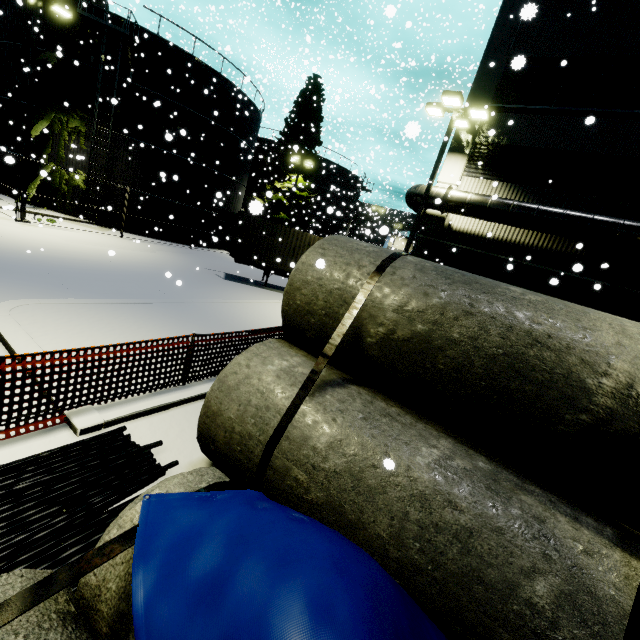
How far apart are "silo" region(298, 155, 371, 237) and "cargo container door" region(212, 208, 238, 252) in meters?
21.7

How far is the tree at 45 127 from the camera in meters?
18.9

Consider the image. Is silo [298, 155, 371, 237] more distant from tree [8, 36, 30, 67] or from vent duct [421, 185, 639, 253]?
vent duct [421, 185, 639, 253]

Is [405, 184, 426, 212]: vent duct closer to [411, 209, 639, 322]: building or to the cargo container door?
[411, 209, 639, 322]: building

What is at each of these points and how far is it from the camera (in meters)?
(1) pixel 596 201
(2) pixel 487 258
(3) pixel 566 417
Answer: (1) building, 12.17
(2) building, 14.23
(3) concrete pipe stack, 2.98

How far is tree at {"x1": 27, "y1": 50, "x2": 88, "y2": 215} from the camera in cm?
1894

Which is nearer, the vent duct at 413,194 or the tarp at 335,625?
the tarp at 335,625

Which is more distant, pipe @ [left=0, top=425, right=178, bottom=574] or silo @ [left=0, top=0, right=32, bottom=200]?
silo @ [left=0, top=0, right=32, bottom=200]
